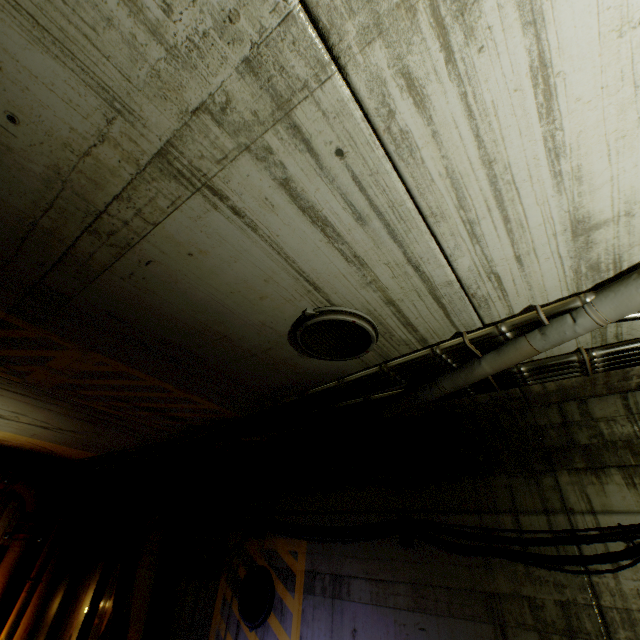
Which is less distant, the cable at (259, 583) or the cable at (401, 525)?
the cable at (401, 525)

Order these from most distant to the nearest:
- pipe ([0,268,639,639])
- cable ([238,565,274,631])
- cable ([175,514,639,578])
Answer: cable ([238,565,274,631]) < cable ([175,514,639,578]) < pipe ([0,268,639,639])

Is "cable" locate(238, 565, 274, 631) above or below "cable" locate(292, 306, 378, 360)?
below

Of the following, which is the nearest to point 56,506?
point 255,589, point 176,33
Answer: point 255,589

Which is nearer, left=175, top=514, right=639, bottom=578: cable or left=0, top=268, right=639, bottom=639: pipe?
left=0, top=268, right=639, bottom=639: pipe

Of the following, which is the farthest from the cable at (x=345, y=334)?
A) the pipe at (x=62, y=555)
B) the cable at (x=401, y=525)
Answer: the cable at (x=401, y=525)

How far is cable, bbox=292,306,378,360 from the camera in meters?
2.8

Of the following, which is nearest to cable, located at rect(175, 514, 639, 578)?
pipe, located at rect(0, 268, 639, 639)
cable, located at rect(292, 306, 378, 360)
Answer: pipe, located at rect(0, 268, 639, 639)
